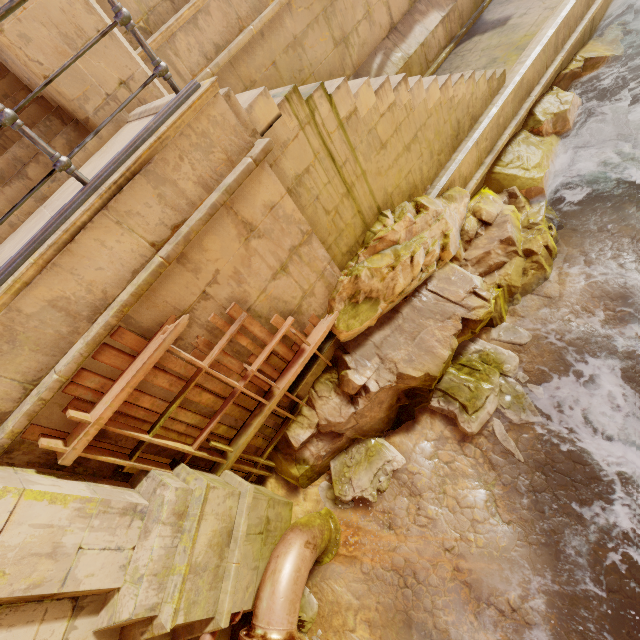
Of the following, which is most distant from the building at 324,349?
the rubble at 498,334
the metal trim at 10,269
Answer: the rubble at 498,334

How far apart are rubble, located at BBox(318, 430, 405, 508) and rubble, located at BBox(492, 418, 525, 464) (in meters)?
0.66

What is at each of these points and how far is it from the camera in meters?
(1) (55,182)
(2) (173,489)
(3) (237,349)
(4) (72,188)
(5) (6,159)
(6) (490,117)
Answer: (1) stairs, 4.0
(2) building, 3.3
(3) building, 4.1
(4) building, 3.5
(5) stairs, 4.1
(6) building, 6.1

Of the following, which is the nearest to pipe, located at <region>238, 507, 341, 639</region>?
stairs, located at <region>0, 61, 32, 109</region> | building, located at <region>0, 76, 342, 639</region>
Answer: building, located at <region>0, 76, 342, 639</region>

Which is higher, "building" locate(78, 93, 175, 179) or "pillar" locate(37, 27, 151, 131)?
"pillar" locate(37, 27, 151, 131)

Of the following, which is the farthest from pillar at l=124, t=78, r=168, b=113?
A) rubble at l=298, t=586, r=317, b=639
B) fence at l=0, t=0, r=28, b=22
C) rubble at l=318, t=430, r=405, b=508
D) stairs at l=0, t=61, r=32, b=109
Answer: rubble at l=298, t=586, r=317, b=639

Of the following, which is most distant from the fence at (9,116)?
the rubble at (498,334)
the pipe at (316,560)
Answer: the rubble at (498,334)

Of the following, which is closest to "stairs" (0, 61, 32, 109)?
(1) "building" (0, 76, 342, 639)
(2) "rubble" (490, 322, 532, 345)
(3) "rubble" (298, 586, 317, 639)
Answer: (1) "building" (0, 76, 342, 639)
